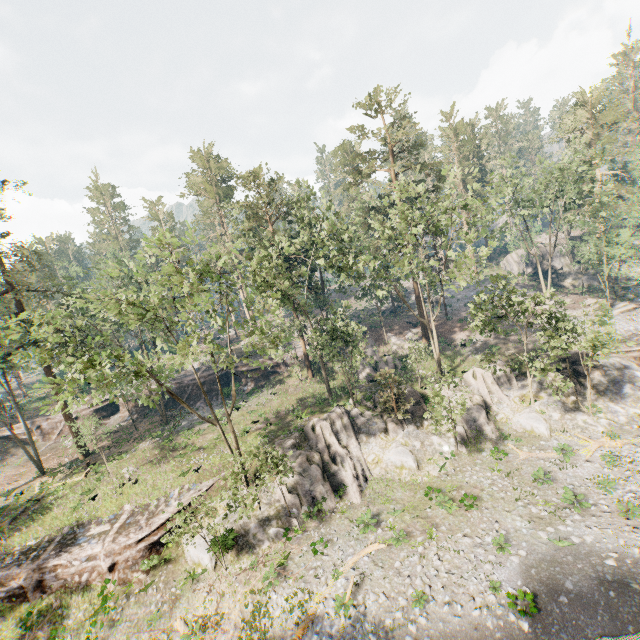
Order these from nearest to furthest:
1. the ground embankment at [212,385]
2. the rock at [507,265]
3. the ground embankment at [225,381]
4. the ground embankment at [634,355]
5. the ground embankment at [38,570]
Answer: the ground embankment at [38,570] < the ground embankment at [634,355] < the ground embankment at [225,381] < the ground embankment at [212,385] < the rock at [507,265]

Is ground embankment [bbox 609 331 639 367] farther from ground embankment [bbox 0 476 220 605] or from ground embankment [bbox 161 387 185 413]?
ground embankment [bbox 0 476 220 605]

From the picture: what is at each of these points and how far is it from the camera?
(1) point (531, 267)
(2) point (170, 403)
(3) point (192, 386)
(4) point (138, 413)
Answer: (1) rock, 53.8m
(2) ground embankment, 43.7m
(3) ground embankment, 44.2m
(4) ground embankment, 43.6m

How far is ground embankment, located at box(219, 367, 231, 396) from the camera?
41.18m

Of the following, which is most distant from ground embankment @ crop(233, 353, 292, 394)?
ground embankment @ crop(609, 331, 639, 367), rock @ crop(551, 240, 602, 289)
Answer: rock @ crop(551, 240, 602, 289)

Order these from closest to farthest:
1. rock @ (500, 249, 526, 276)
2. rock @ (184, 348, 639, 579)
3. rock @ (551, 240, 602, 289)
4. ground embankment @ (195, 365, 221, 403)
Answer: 1. rock @ (184, 348, 639, 579)
2. ground embankment @ (195, 365, 221, 403)
3. rock @ (551, 240, 602, 289)
4. rock @ (500, 249, 526, 276)

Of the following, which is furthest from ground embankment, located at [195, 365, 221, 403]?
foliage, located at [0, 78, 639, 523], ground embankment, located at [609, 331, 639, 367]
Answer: ground embankment, located at [609, 331, 639, 367]

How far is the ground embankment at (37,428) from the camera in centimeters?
4150cm
